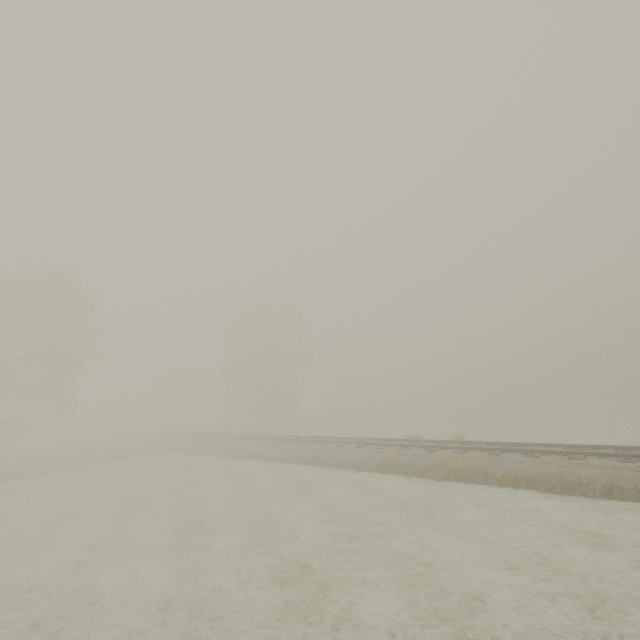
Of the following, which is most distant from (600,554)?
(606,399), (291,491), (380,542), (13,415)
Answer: (606,399)
